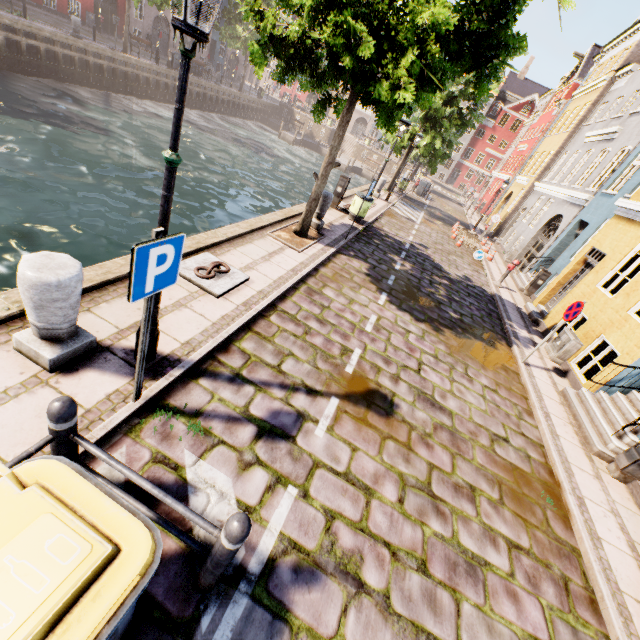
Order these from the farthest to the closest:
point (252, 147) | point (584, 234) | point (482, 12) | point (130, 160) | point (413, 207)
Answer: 1. point (252, 147)
2. point (413, 207)
3. point (130, 160)
4. point (584, 234)
5. point (482, 12)

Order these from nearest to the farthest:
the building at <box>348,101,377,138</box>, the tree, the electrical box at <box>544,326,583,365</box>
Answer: the tree → the electrical box at <box>544,326,583,365</box> → the building at <box>348,101,377,138</box>

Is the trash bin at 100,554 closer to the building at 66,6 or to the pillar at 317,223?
the pillar at 317,223

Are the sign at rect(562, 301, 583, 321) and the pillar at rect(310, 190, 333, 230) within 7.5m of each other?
yes

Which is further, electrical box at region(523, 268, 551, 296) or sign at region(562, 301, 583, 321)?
electrical box at region(523, 268, 551, 296)

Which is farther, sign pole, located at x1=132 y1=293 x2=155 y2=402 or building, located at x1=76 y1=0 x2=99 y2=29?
building, located at x1=76 y1=0 x2=99 y2=29

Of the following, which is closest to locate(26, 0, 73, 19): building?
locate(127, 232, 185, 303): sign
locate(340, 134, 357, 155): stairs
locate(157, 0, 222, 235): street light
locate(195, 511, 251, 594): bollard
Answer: locate(340, 134, 357, 155): stairs

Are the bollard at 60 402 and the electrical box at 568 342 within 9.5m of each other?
no
